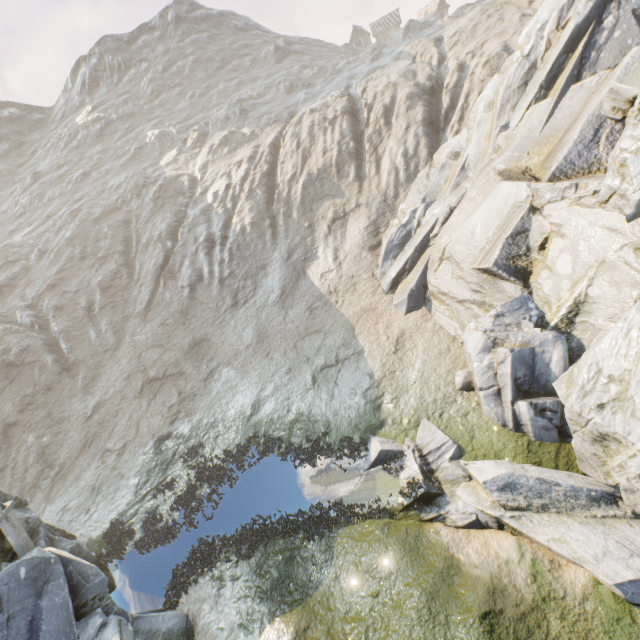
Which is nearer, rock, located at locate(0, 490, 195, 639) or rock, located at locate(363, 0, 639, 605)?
rock, located at locate(0, 490, 195, 639)

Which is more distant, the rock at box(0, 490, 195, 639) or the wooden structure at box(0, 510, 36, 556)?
the wooden structure at box(0, 510, 36, 556)

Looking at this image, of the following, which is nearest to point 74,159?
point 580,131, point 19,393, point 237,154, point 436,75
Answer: point 237,154

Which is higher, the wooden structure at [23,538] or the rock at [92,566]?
the wooden structure at [23,538]

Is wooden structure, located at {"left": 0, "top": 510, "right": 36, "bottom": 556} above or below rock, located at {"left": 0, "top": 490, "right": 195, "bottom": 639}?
above

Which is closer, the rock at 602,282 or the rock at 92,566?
the rock at 92,566
